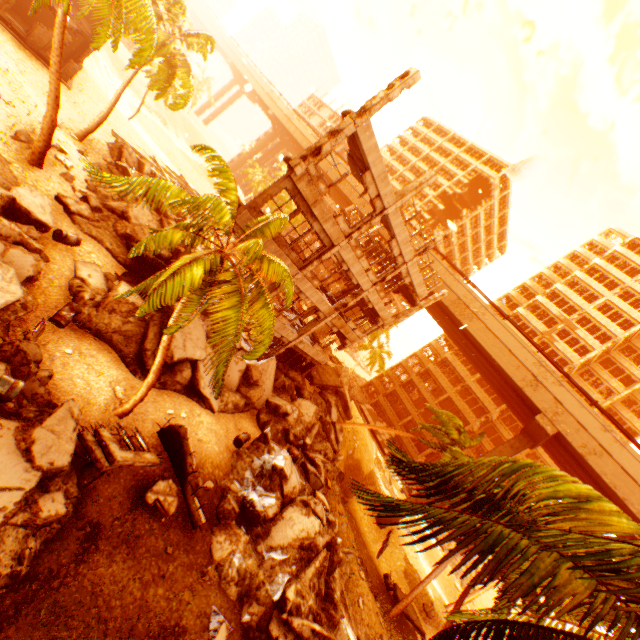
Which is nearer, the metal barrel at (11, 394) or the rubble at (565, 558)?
the rubble at (565, 558)

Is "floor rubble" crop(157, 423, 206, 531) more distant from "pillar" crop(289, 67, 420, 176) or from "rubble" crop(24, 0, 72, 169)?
"pillar" crop(289, 67, 420, 176)

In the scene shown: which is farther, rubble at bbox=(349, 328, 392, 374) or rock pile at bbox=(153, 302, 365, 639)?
rubble at bbox=(349, 328, 392, 374)

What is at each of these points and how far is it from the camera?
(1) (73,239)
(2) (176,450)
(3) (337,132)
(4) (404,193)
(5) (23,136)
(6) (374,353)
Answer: (1) metal barrel, 13.3 meters
(2) floor rubble, 11.5 meters
(3) pillar, 12.8 meters
(4) pillar, 16.5 meters
(5) rubble, 15.3 meters
(6) rubble, 44.2 meters

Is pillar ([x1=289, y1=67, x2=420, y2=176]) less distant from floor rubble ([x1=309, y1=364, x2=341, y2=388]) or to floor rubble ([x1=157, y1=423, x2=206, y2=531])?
floor rubble ([x1=157, y1=423, x2=206, y2=531])

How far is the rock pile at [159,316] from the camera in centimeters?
1271cm

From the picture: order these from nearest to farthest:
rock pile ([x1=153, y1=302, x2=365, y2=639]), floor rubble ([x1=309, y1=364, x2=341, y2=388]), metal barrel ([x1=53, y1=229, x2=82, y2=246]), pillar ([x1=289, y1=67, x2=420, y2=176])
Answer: rock pile ([x1=153, y1=302, x2=365, y2=639]) < pillar ([x1=289, y1=67, x2=420, y2=176]) < metal barrel ([x1=53, y1=229, x2=82, y2=246]) < floor rubble ([x1=309, y1=364, x2=341, y2=388])

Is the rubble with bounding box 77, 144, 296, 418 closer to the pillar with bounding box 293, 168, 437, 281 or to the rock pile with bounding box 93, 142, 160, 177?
the rock pile with bounding box 93, 142, 160, 177
